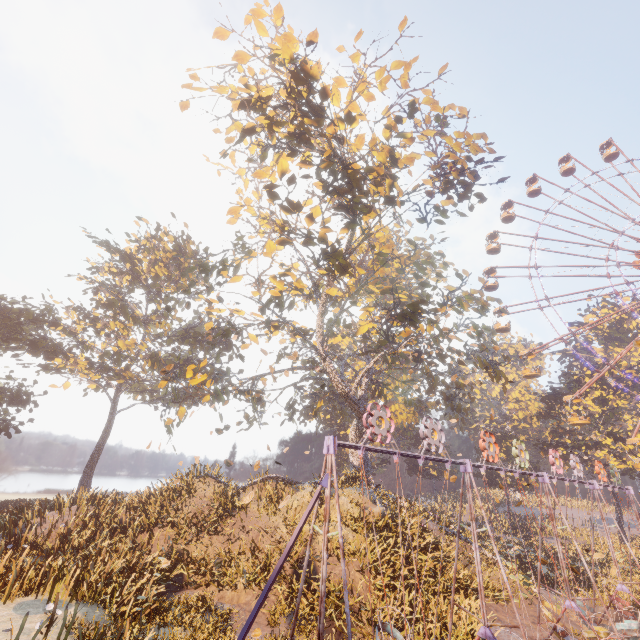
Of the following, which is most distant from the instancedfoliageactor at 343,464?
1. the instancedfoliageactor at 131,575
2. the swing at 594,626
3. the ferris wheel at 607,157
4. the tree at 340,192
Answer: the instancedfoliageactor at 131,575

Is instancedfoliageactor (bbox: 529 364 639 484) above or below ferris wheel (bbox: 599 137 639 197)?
below

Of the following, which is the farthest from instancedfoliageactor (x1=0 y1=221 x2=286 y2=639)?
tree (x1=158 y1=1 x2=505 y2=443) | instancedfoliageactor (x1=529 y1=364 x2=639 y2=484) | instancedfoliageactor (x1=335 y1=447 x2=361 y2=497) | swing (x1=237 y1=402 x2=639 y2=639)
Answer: instancedfoliageactor (x1=529 y1=364 x2=639 y2=484)

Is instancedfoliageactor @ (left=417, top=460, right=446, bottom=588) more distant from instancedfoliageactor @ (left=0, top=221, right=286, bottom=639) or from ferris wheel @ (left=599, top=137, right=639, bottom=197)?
instancedfoliageactor @ (left=0, top=221, right=286, bottom=639)

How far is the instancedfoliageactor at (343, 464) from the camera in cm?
2266

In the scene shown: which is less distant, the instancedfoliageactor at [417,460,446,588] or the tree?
the tree

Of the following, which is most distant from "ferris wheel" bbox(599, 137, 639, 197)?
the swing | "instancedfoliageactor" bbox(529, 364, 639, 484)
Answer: the swing

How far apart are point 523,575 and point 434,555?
4.9m
